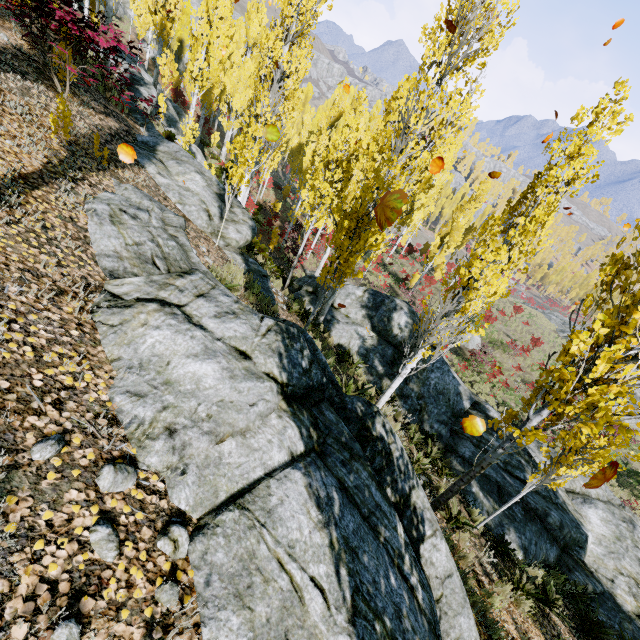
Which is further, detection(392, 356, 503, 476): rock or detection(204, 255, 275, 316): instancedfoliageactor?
detection(392, 356, 503, 476): rock

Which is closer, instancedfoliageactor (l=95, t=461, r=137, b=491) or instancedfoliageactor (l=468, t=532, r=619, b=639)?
instancedfoliageactor (l=95, t=461, r=137, b=491)

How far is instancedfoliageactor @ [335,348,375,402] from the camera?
7.0 meters

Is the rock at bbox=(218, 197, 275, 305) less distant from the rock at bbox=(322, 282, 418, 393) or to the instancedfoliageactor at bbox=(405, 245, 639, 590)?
the instancedfoliageactor at bbox=(405, 245, 639, 590)

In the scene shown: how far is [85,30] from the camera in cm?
597

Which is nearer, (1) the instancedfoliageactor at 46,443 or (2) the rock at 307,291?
(1) the instancedfoliageactor at 46,443

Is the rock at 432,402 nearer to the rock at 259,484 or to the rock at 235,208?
the rock at 235,208
